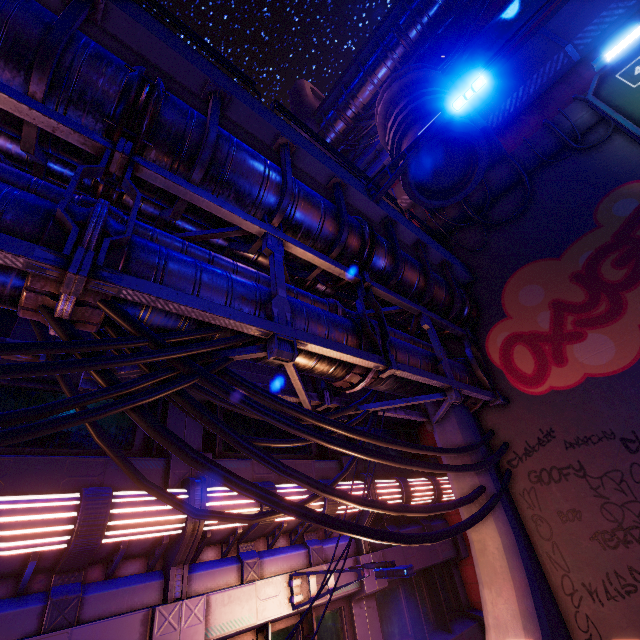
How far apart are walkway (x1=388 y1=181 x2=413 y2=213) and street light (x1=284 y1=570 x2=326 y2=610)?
16.5 meters

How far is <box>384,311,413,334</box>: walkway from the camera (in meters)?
9.38

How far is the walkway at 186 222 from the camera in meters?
5.3 m

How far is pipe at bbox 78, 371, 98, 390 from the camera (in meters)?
4.37

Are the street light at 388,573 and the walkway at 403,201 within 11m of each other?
no

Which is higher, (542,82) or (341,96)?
(341,96)

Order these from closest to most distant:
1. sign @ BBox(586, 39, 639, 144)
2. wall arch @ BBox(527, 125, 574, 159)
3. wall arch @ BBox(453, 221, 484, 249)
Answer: sign @ BBox(586, 39, 639, 144) → wall arch @ BBox(527, 125, 574, 159) → wall arch @ BBox(453, 221, 484, 249)

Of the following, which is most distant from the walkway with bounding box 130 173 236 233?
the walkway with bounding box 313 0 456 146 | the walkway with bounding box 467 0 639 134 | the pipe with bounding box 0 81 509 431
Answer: the walkway with bounding box 313 0 456 146
